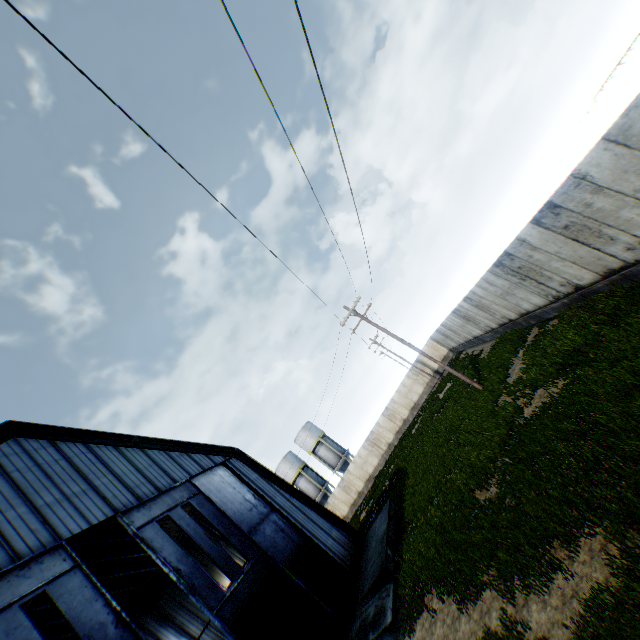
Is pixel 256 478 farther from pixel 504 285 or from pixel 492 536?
pixel 504 285

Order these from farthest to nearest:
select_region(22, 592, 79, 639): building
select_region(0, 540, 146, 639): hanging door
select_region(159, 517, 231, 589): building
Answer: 1. select_region(159, 517, 231, 589): building
2. select_region(22, 592, 79, 639): building
3. select_region(0, 540, 146, 639): hanging door

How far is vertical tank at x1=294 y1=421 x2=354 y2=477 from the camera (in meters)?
48.59

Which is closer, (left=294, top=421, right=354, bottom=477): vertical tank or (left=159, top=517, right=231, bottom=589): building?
(left=159, top=517, right=231, bottom=589): building

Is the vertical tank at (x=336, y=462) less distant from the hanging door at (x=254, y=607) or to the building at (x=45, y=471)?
the building at (x=45, y=471)

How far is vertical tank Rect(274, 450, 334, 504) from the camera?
48.6m

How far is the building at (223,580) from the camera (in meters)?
22.39

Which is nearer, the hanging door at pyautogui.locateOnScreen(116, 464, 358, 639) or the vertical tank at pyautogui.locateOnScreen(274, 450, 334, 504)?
the hanging door at pyautogui.locateOnScreen(116, 464, 358, 639)
